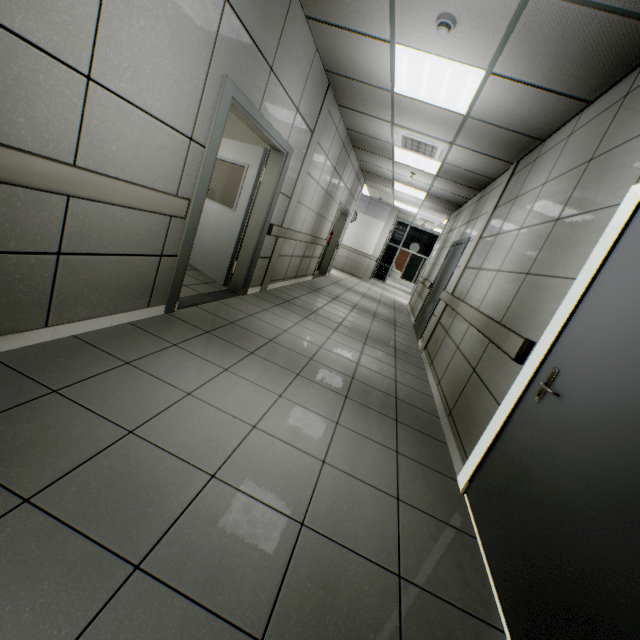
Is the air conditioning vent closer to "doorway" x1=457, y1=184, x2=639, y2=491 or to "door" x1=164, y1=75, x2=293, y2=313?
"door" x1=164, y1=75, x2=293, y2=313

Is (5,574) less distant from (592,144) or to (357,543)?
(357,543)

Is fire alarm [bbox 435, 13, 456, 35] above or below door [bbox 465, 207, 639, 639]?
above

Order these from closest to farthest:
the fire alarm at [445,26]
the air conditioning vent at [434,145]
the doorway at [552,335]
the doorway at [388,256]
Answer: the doorway at [552,335] → the fire alarm at [445,26] → the air conditioning vent at [434,145] → the doorway at [388,256]

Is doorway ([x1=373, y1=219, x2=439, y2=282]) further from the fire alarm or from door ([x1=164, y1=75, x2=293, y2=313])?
the fire alarm

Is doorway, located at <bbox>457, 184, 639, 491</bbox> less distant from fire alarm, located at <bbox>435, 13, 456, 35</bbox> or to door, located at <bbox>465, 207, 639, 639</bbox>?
door, located at <bbox>465, 207, 639, 639</bbox>

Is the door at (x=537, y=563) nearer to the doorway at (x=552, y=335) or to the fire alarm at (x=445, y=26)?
the doorway at (x=552, y=335)

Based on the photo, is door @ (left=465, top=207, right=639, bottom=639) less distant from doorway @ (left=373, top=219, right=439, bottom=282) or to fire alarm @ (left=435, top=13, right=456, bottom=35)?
fire alarm @ (left=435, top=13, right=456, bottom=35)
